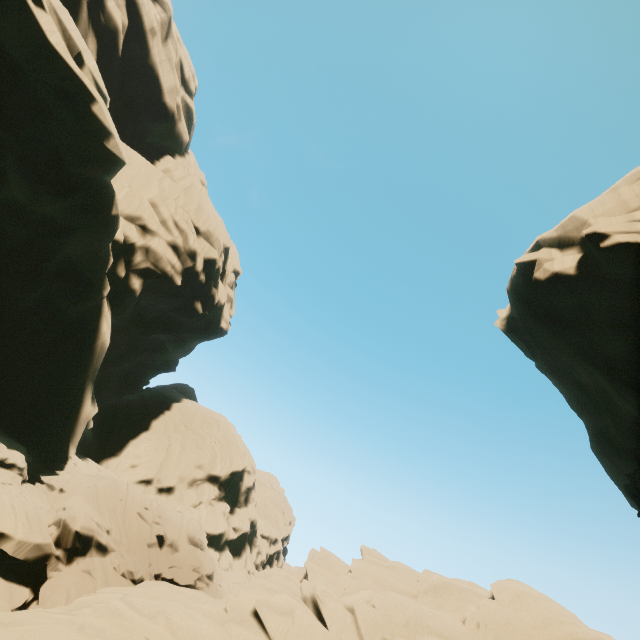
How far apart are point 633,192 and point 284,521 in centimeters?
6169cm

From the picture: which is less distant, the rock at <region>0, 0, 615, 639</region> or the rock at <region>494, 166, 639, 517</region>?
the rock at <region>0, 0, 615, 639</region>

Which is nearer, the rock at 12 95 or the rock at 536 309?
the rock at 12 95
